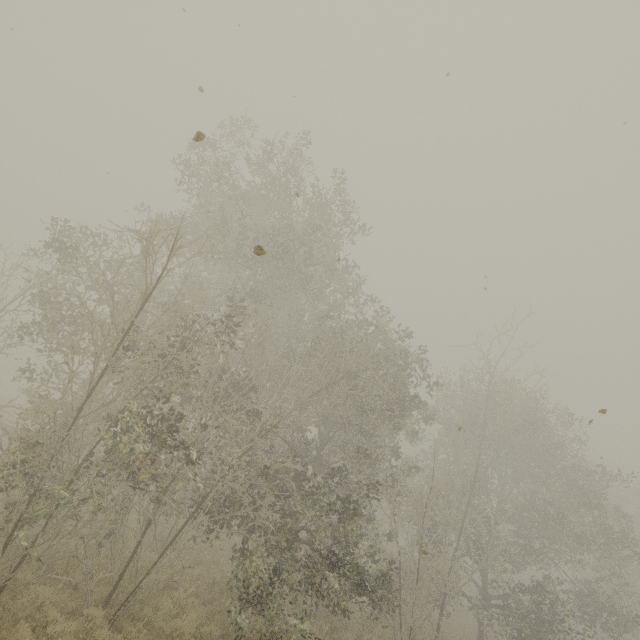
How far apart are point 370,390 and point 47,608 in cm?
1042
